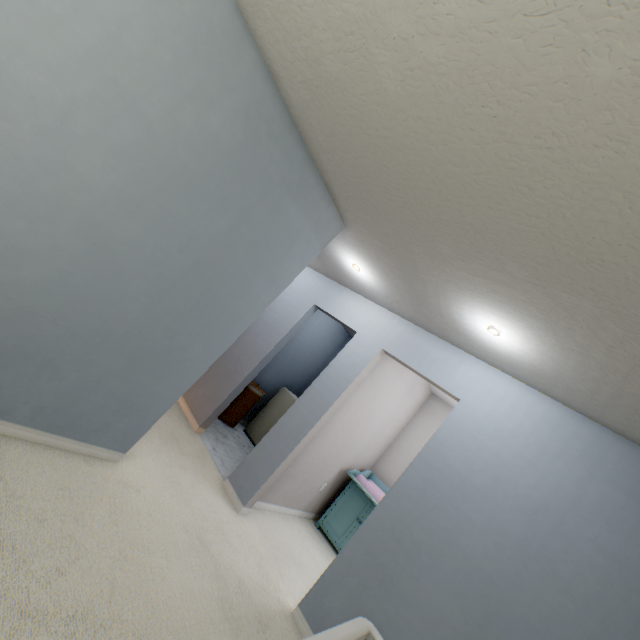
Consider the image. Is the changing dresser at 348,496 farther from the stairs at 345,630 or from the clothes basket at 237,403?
the stairs at 345,630

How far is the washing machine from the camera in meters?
5.1 m

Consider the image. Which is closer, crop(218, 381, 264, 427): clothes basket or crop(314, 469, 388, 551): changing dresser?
crop(314, 469, 388, 551): changing dresser

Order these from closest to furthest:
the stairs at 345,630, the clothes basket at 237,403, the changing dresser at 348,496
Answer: the stairs at 345,630, the changing dresser at 348,496, the clothes basket at 237,403

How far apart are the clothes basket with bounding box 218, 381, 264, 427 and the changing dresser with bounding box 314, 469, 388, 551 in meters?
1.8

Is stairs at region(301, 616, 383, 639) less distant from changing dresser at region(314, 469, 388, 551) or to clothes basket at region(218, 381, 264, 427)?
changing dresser at region(314, 469, 388, 551)

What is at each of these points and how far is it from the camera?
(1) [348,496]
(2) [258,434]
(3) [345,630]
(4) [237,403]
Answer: (1) changing dresser, 4.3 meters
(2) washing machine, 5.1 meters
(3) stairs, 1.1 meters
(4) clothes basket, 4.9 meters

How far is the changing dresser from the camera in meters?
4.0 m
